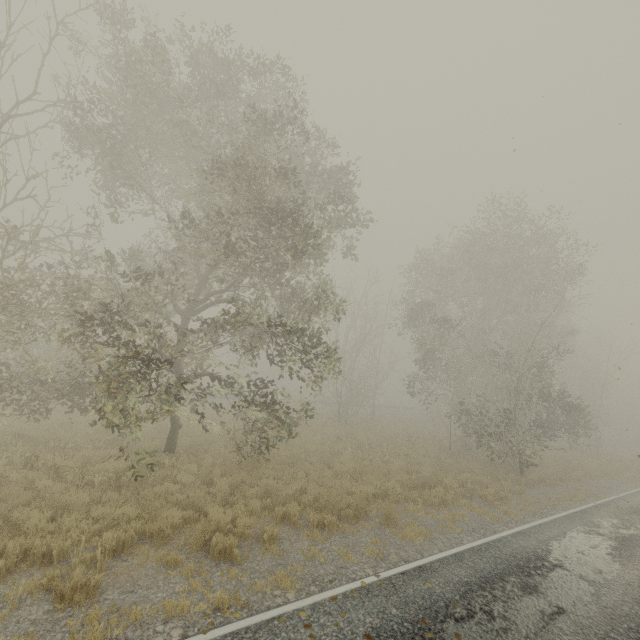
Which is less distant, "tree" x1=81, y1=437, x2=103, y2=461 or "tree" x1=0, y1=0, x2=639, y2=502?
"tree" x1=0, y1=0, x2=639, y2=502

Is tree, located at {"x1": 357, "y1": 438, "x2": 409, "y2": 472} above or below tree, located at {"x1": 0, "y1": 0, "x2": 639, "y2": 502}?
below

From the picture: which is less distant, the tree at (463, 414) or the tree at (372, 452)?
the tree at (463, 414)

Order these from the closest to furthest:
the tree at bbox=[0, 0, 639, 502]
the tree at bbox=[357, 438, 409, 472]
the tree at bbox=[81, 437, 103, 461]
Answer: the tree at bbox=[0, 0, 639, 502] < the tree at bbox=[81, 437, 103, 461] < the tree at bbox=[357, 438, 409, 472]

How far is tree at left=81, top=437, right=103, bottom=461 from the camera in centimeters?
1105cm

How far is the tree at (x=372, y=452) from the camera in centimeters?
1554cm

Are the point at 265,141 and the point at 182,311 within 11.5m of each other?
yes
